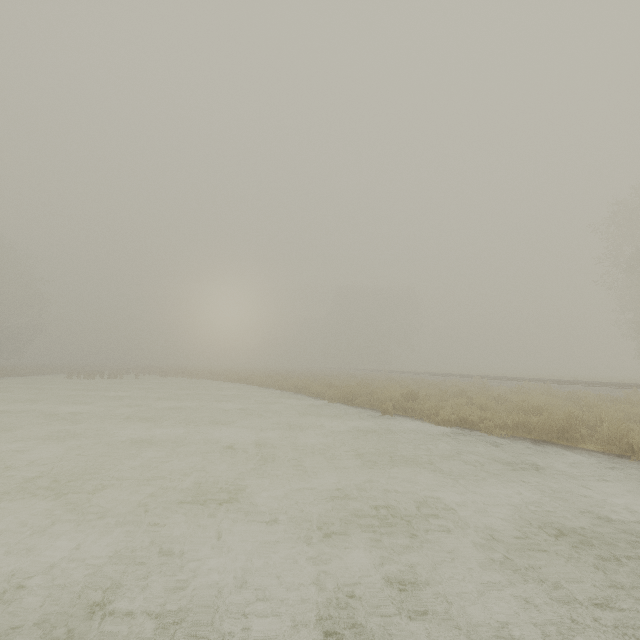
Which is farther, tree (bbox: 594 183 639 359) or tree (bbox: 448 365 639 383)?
tree (bbox: 448 365 639 383)

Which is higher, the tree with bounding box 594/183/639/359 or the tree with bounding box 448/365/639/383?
the tree with bounding box 594/183/639/359

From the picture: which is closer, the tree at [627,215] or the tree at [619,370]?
the tree at [627,215]

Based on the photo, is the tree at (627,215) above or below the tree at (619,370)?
above

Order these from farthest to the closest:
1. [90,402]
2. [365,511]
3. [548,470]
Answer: [90,402] < [548,470] < [365,511]
